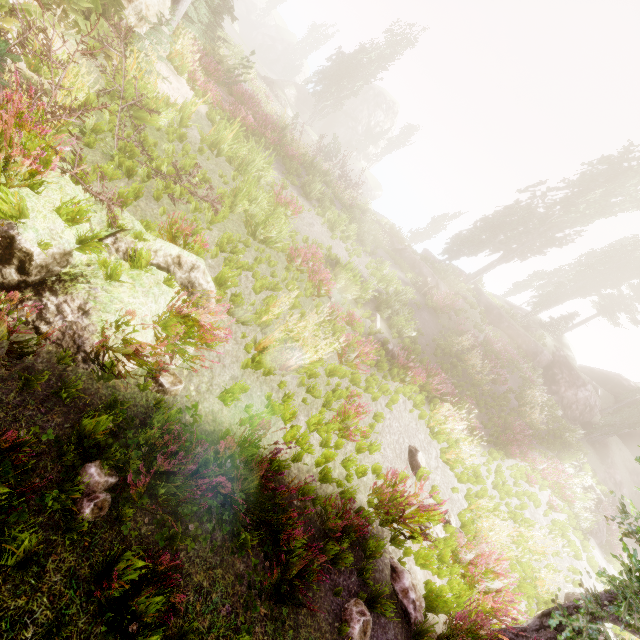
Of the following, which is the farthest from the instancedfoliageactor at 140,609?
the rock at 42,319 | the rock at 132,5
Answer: the rock at 42,319

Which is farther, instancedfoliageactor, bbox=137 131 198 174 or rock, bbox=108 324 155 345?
instancedfoliageactor, bbox=137 131 198 174

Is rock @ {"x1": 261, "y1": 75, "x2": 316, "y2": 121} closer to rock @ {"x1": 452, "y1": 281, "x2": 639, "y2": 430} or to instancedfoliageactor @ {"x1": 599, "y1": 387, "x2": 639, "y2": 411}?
instancedfoliageactor @ {"x1": 599, "y1": 387, "x2": 639, "y2": 411}

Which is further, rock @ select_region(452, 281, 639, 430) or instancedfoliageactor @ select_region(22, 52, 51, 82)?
rock @ select_region(452, 281, 639, 430)

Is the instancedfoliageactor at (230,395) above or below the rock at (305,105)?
below

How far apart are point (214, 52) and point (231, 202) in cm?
855

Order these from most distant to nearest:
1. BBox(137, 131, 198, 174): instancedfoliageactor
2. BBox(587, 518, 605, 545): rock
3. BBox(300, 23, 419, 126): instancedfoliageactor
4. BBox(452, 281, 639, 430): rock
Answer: BBox(300, 23, 419, 126): instancedfoliageactor → BBox(452, 281, 639, 430): rock → BBox(587, 518, 605, 545): rock → BBox(137, 131, 198, 174): instancedfoliageactor
